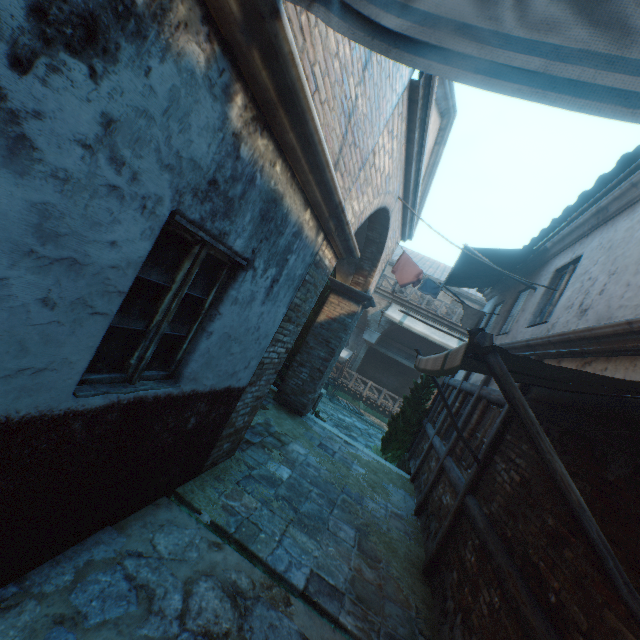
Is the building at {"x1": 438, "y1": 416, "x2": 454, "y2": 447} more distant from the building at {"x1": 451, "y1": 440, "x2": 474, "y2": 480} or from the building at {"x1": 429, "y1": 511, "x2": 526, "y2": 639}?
the building at {"x1": 429, "y1": 511, "x2": 526, "y2": 639}

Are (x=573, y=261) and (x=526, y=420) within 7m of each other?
yes

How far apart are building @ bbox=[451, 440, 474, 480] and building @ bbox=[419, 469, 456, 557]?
0.2m

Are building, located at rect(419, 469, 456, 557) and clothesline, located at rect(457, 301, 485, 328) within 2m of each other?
no

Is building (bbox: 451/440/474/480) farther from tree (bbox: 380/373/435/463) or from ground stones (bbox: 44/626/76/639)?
tree (bbox: 380/373/435/463)

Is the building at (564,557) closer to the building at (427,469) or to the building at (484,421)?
the building at (484,421)

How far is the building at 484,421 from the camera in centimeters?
576cm

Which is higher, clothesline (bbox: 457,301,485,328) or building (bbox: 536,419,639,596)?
clothesline (bbox: 457,301,485,328)
